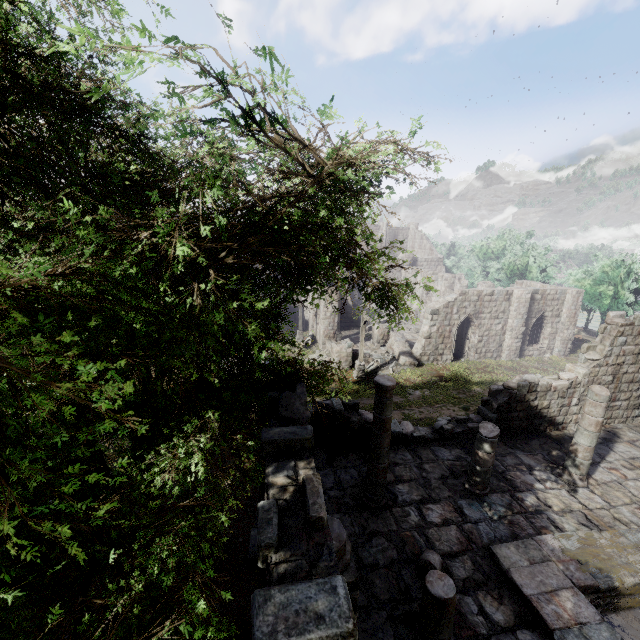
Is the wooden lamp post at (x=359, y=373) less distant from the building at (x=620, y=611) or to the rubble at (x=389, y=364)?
the rubble at (x=389, y=364)

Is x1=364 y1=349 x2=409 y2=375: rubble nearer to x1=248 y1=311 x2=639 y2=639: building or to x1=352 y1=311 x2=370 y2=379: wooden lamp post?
x1=248 y1=311 x2=639 y2=639: building

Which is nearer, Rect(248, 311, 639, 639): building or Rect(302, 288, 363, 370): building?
Rect(248, 311, 639, 639): building

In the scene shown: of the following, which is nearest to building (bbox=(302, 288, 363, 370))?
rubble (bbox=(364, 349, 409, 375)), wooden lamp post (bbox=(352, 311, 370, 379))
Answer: rubble (bbox=(364, 349, 409, 375))

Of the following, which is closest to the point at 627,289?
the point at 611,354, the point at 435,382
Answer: the point at 435,382

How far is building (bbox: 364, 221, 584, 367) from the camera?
24.7 meters

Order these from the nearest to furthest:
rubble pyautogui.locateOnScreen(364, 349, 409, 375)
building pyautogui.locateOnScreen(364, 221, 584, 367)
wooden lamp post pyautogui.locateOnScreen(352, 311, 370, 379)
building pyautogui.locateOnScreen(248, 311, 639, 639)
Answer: building pyautogui.locateOnScreen(248, 311, 639, 639), wooden lamp post pyautogui.locateOnScreen(352, 311, 370, 379), rubble pyautogui.locateOnScreen(364, 349, 409, 375), building pyautogui.locateOnScreen(364, 221, 584, 367)
